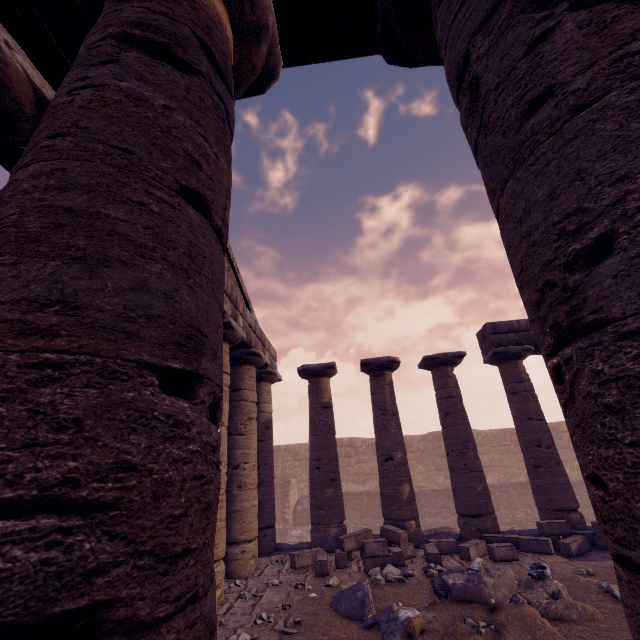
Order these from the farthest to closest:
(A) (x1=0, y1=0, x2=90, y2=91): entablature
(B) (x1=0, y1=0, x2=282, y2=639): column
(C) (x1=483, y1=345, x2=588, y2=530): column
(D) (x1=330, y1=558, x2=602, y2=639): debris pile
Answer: (C) (x1=483, y1=345, x2=588, y2=530): column < (D) (x1=330, y1=558, x2=602, y2=639): debris pile < (A) (x1=0, y1=0, x2=90, y2=91): entablature < (B) (x1=0, y1=0, x2=282, y2=639): column

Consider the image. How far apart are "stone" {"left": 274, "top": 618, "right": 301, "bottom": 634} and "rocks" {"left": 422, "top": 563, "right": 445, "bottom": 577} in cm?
302

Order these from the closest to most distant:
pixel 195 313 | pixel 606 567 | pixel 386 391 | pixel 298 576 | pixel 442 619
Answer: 1. pixel 195 313
2. pixel 442 619
3. pixel 606 567
4. pixel 298 576
5. pixel 386 391

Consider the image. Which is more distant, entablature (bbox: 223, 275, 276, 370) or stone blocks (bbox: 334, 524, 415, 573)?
entablature (bbox: 223, 275, 276, 370)

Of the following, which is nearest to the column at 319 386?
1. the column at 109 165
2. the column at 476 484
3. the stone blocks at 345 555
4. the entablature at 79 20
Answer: the stone blocks at 345 555

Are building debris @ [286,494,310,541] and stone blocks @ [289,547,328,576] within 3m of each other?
no

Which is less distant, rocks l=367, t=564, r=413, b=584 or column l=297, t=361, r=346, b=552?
rocks l=367, t=564, r=413, b=584

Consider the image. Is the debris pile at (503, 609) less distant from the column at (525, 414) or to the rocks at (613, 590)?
the rocks at (613, 590)
